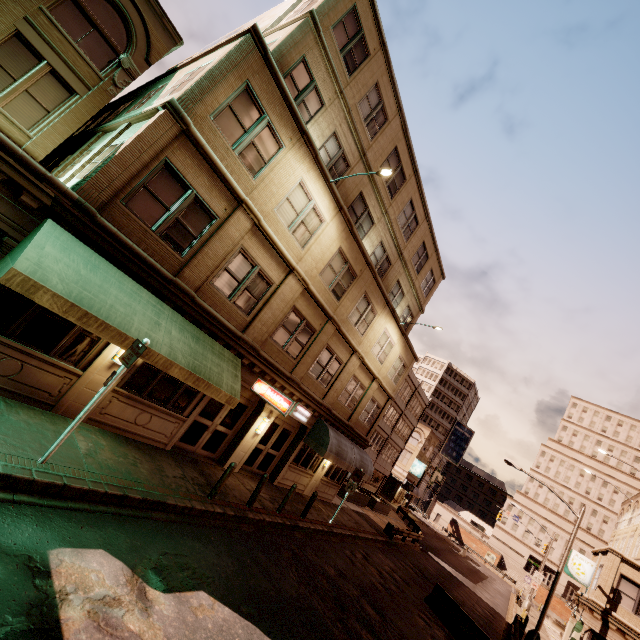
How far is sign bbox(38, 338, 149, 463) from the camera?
6.5 meters

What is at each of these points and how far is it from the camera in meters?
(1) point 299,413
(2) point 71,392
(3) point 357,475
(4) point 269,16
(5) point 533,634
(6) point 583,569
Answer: (1) sign, 16.0 m
(2) building, 8.7 m
(3) sign, 17.1 m
(4) sign, 15.0 m
(5) street light, 19.2 m
(6) sign, 23.9 m

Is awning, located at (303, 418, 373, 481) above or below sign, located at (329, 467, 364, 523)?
above

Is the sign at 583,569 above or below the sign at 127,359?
above

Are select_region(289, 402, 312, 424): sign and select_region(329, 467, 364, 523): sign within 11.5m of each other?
yes

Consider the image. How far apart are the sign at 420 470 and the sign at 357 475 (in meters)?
40.17

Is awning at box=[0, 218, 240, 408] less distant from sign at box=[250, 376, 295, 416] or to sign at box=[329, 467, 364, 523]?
sign at box=[250, 376, 295, 416]

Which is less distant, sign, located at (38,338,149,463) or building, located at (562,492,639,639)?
sign, located at (38,338,149,463)
